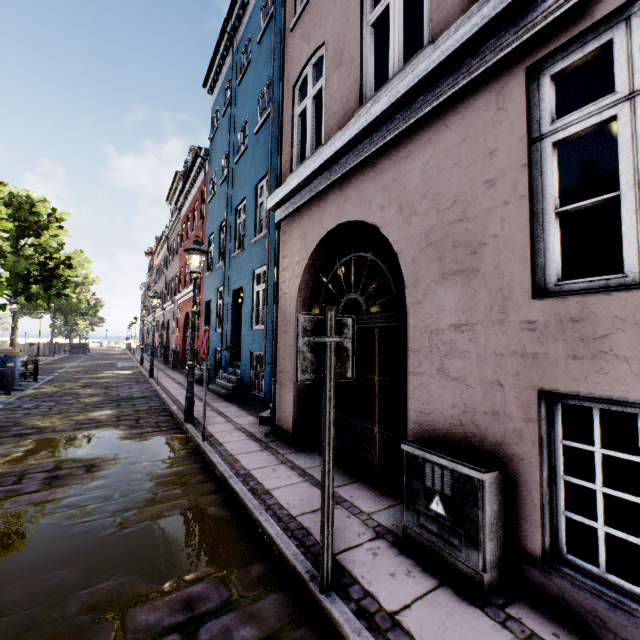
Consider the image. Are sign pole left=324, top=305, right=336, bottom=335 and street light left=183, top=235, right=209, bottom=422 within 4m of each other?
no

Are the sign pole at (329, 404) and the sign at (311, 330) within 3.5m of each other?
yes

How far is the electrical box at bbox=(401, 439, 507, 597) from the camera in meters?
2.3

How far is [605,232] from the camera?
10.20m

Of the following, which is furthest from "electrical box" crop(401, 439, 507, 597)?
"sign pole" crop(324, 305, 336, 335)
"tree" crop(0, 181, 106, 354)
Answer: "tree" crop(0, 181, 106, 354)

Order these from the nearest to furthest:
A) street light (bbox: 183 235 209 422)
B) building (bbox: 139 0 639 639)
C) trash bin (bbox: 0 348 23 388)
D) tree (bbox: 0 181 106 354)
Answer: building (bbox: 139 0 639 639), street light (bbox: 183 235 209 422), trash bin (bbox: 0 348 23 388), tree (bbox: 0 181 106 354)

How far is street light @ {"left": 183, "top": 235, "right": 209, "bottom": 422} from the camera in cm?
671

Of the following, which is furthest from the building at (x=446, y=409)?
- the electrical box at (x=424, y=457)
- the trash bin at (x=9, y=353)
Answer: the trash bin at (x=9, y=353)
